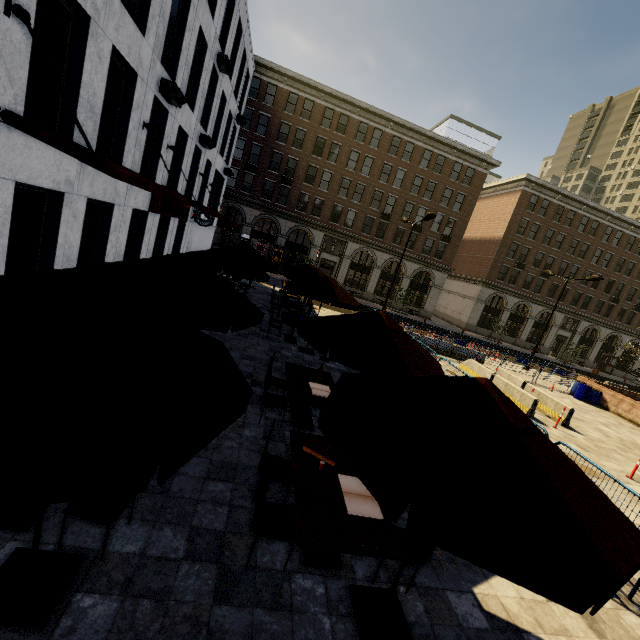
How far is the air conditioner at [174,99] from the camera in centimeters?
1130cm

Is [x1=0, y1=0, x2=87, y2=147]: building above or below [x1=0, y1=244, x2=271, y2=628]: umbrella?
above

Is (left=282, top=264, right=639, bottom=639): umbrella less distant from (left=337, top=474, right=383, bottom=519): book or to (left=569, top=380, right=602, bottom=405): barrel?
(left=337, top=474, right=383, bottom=519): book

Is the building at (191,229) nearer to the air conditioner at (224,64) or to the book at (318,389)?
the air conditioner at (224,64)

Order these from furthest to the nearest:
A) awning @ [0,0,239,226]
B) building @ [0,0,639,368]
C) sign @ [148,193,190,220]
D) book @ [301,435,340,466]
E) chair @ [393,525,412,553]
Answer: sign @ [148,193,190,220] < building @ [0,0,639,368] < awning @ [0,0,239,226] < book @ [301,435,340,466] < chair @ [393,525,412,553]

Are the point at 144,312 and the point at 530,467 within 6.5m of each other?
yes

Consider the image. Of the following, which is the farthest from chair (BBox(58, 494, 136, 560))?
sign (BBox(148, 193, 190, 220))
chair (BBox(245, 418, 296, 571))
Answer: sign (BBox(148, 193, 190, 220))

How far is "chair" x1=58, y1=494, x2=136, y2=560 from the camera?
3.2m
